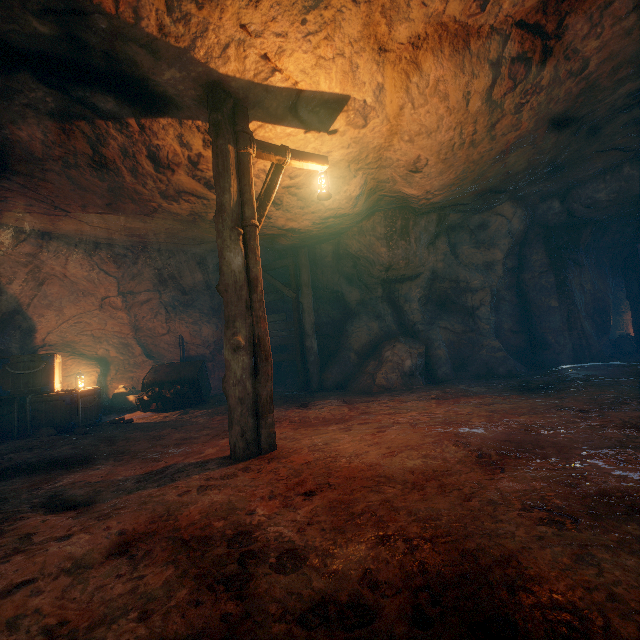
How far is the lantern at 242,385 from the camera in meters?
3.9 m

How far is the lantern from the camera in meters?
3.9 m

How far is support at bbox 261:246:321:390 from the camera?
9.60m

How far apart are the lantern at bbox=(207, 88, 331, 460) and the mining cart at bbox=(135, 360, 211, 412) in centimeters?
476cm

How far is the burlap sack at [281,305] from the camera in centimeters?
1244cm

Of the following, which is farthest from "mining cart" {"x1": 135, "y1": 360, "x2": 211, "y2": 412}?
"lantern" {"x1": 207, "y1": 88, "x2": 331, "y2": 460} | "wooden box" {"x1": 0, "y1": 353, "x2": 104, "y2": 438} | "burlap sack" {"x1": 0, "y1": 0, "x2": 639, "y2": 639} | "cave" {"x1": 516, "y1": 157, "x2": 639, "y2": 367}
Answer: "cave" {"x1": 516, "y1": 157, "x2": 639, "y2": 367}

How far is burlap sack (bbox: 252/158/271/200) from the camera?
6.0m

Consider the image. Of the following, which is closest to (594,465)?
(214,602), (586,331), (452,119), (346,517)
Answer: (346,517)
